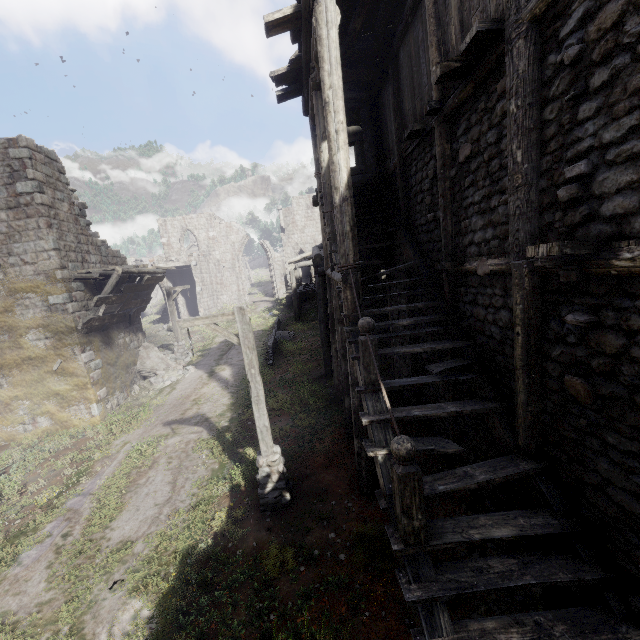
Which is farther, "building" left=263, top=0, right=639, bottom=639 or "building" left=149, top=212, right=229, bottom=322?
"building" left=149, top=212, right=229, bottom=322

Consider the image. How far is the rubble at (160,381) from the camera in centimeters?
1684cm

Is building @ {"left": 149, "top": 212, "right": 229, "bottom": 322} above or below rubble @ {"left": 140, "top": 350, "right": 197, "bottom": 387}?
above

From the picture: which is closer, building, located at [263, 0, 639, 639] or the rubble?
building, located at [263, 0, 639, 639]

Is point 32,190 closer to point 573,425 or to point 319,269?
point 319,269

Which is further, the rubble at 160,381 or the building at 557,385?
the rubble at 160,381

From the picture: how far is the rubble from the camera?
16.8 meters
